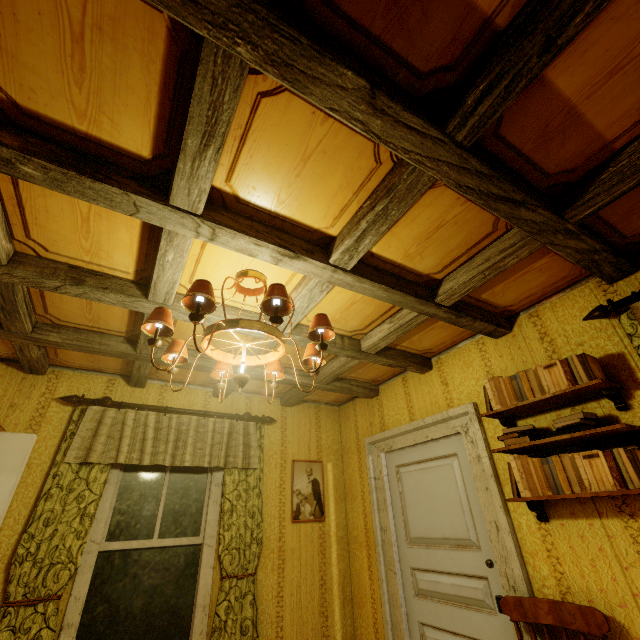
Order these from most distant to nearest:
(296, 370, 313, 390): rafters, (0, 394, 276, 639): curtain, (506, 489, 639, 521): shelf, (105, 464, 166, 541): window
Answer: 1. (296, 370, 313, 390): rafters
2. (105, 464, 166, 541): window
3. (0, 394, 276, 639): curtain
4. (506, 489, 639, 521): shelf

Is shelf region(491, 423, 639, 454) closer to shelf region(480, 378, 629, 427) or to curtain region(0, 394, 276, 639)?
shelf region(480, 378, 629, 427)

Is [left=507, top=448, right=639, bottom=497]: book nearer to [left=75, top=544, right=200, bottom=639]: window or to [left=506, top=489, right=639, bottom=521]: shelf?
[left=506, top=489, right=639, bottom=521]: shelf

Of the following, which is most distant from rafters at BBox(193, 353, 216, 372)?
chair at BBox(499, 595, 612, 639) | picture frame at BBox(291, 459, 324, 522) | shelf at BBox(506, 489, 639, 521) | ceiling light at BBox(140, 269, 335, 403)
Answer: chair at BBox(499, 595, 612, 639)

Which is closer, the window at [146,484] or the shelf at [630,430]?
the shelf at [630,430]

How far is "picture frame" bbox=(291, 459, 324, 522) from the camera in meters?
3.6

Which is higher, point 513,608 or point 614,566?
point 614,566

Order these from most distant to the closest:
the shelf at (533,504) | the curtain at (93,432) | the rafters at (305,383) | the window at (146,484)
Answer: the rafters at (305,383), the window at (146,484), the curtain at (93,432), the shelf at (533,504)
